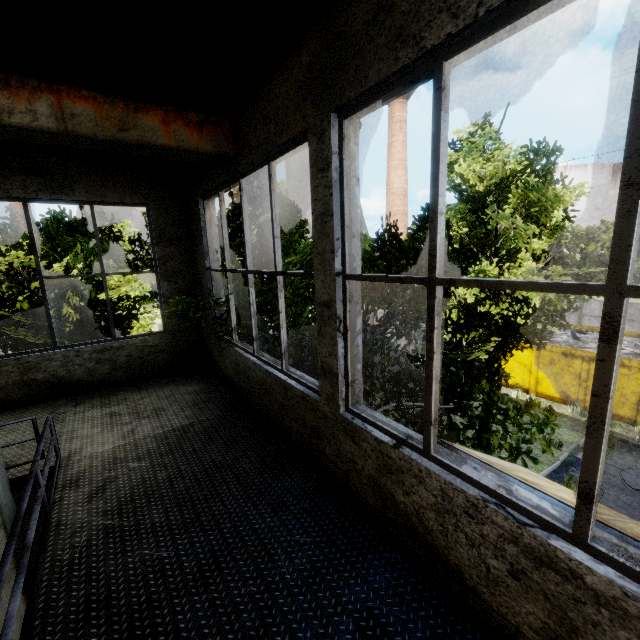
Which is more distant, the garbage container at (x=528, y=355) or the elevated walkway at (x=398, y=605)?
the garbage container at (x=528, y=355)

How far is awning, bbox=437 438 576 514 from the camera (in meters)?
1.96

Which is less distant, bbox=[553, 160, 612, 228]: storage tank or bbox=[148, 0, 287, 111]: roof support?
bbox=[148, 0, 287, 111]: roof support

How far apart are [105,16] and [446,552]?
6.8m

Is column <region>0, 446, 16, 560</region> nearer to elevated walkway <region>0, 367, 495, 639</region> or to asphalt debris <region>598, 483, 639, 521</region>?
elevated walkway <region>0, 367, 495, 639</region>

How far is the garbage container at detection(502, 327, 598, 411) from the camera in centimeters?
1319cm

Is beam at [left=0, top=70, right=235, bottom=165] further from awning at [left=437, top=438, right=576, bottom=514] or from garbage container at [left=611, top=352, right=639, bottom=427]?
garbage container at [left=611, top=352, right=639, bottom=427]

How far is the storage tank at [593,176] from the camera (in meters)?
42.53
